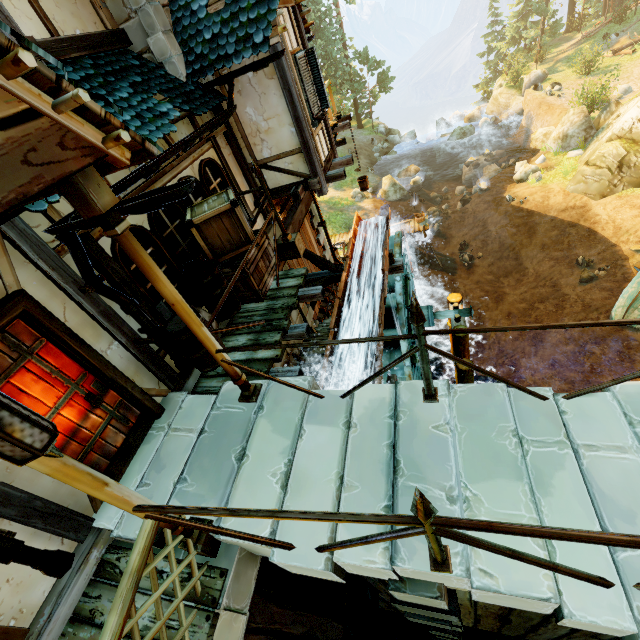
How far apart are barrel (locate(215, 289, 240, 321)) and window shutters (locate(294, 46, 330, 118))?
4.5 meters

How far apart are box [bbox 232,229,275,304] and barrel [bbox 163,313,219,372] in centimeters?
97cm

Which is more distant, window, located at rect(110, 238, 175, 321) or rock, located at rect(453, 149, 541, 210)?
rock, located at rect(453, 149, 541, 210)

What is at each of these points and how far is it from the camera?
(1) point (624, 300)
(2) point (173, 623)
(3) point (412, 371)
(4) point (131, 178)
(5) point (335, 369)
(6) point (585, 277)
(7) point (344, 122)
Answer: (1) boat, 12.7m
(2) wooden platform, 2.9m
(3) water wheel, 9.9m
(4) gutter, 4.0m
(5) drain, 6.3m
(6) rock, 14.9m
(7) wooden platform, 9.7m

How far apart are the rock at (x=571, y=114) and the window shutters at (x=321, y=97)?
22.3 meters

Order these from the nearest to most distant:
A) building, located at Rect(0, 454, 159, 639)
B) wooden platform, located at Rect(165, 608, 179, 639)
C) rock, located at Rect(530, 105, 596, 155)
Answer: building, located at Rect(0, 454, 159, 639) < wooden platform, located at Rect(165, 608, 179, 639) < rock, located at Rect(530, 105, 596, 155)

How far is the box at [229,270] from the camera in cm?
484

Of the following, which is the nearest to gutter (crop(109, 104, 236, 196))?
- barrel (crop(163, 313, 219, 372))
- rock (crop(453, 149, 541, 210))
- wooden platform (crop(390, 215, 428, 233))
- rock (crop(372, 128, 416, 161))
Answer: barrel (crop(163, 313, 219, 372))
